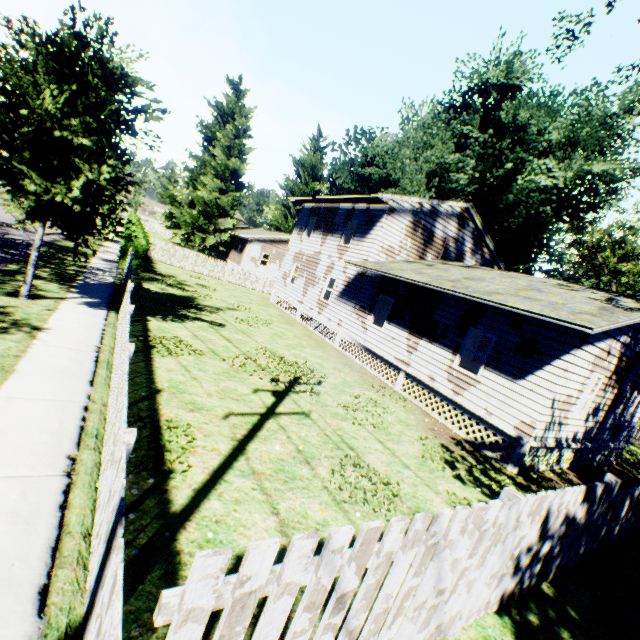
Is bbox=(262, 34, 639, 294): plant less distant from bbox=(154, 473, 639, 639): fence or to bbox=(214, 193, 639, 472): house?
bbox=(214, 193, 639, 472): house

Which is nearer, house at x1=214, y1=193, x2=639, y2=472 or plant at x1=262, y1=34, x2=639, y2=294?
house at x1=214, y1=193, x2=639, y2=472

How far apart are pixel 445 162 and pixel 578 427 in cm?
3052

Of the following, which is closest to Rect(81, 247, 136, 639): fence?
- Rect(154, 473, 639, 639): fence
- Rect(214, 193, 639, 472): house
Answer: Rect(154, 473, 639, 639): fence

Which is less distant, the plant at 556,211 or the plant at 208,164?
the plant at 556,211

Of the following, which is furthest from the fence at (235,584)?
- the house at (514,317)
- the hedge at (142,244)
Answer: the hedge at (142,244)

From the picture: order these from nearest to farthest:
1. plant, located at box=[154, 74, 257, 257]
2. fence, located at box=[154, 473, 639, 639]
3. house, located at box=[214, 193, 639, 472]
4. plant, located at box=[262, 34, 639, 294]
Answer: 1. fence, located at box=[154, 473, 639, 639]
2. house, located at box=[214, 193, 639, 472]
3. plant, located at box=[262, 34, 639, 294]
4. plant, located at box=[154, 74, 257, 257]
